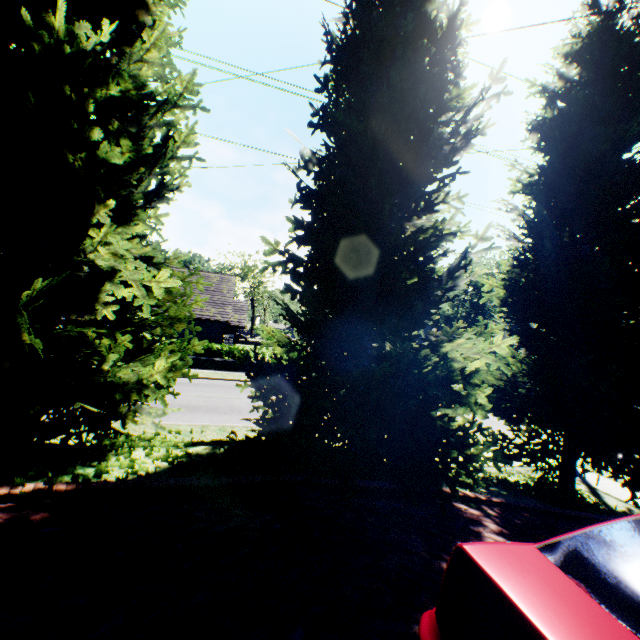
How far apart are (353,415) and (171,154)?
4.8 meters

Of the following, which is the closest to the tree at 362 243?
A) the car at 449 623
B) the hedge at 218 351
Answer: the car at 449 623

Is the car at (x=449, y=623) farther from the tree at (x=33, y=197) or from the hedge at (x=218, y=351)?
the hedge at (x=218, y=351)

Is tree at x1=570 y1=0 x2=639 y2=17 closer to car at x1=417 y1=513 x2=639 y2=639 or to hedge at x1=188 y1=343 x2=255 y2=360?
car at x1=417 y1=513 x2=639 y2=639

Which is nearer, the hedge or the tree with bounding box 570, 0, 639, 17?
the tree with bounding box 570, 0, 639, 17

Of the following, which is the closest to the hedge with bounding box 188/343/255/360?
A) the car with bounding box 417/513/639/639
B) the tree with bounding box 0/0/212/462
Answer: the tree with bounding box 0/0/212/462
